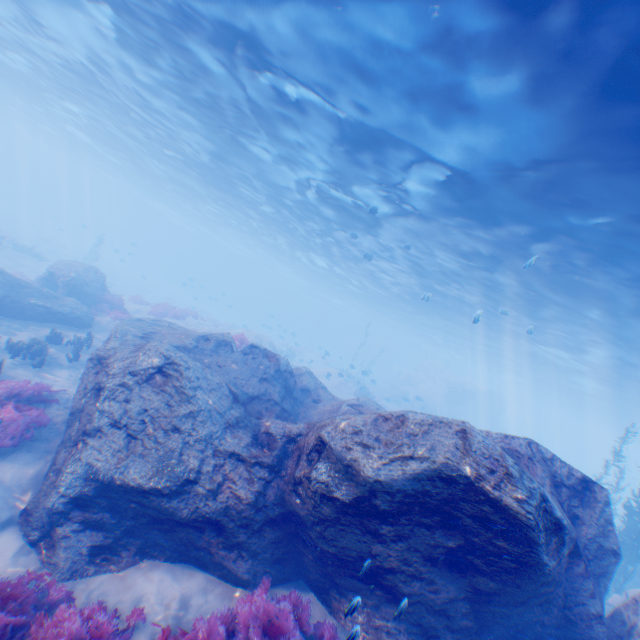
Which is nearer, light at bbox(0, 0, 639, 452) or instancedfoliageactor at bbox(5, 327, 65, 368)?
light at bbox(0, 0, 639, 452)

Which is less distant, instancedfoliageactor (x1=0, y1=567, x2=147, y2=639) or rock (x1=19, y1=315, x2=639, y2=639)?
instancedfoliageactor (x1=0, y1=567, x2=147, y2=639)

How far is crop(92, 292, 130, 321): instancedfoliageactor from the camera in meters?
18.2 m

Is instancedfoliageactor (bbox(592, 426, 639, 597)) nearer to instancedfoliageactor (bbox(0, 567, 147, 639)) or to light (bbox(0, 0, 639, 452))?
light (bbox(0, 0, 639, 452))

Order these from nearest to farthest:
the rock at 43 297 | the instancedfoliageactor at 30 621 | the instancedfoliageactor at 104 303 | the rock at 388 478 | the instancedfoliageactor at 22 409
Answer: the instancedfoliageactor at 30 621, the rock at 388 478, the instancedfoliageactor at 22 409, the rock at 43 297, the instancedfoliageactor at 104 303

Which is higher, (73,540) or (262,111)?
(262,111)

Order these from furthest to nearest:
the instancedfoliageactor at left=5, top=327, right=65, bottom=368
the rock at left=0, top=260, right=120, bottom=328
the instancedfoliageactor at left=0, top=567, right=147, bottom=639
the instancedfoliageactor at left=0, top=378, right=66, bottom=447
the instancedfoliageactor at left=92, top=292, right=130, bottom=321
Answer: the instancedfoliageactor at left=92, top=292, right=130, bottom=321 < the rock at left=0, top=260, right=120, bottom=328 < the instancedfoliageactor at left=5, top=327, right=65, bottom=368 < the instancedfoliageactor at left=0, top=378, right=66, bottom=447 < the instancedfoliageactor at left=0, top=567, right=147, bottom=639

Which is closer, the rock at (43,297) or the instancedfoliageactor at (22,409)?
the instancedfoliageactor at (22,409)
